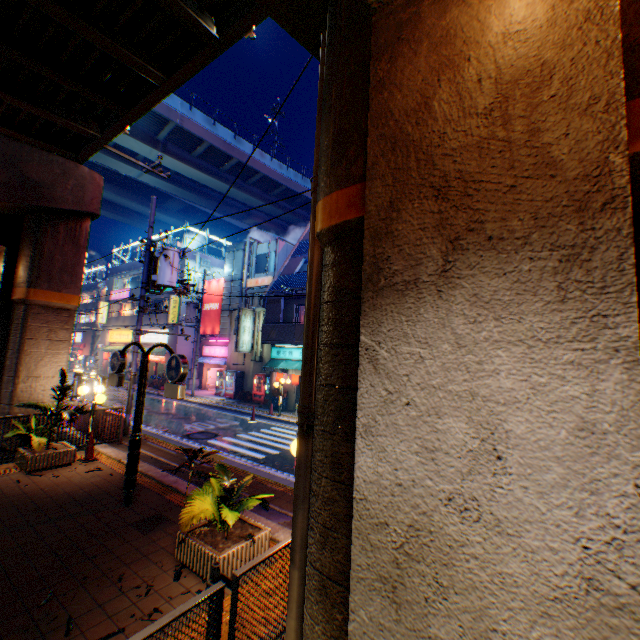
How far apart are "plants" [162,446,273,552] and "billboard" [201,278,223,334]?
22.7m

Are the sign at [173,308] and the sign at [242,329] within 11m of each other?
yes

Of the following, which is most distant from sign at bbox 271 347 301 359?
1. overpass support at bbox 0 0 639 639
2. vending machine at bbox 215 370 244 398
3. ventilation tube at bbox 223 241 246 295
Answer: ventilation tube at bbox 223 241 246 295

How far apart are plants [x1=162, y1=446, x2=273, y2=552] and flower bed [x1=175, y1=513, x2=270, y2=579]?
0.0m

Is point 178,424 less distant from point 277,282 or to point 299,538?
point 277,282

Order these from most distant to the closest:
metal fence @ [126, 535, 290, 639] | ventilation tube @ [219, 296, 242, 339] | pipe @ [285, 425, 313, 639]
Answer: ventilation tube @ [219, 296, 242, 339] → pipe @ [285, 425, 313, 639] → metal fence @ [126, 535, 290, 639]

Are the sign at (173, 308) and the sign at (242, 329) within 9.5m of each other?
yes

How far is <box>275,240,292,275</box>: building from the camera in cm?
2486
